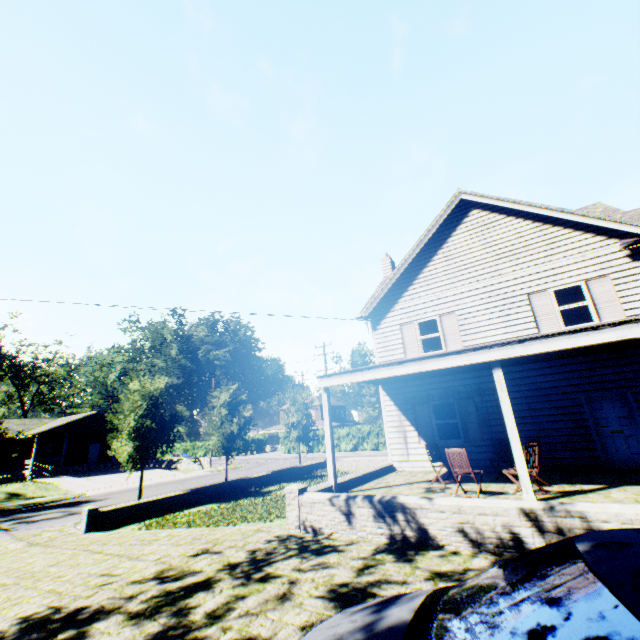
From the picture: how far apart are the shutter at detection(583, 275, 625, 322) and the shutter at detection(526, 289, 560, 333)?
1.00m

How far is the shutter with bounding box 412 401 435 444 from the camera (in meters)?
12.80

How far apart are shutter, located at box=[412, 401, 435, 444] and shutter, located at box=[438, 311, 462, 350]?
2.20m

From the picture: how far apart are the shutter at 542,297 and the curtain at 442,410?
4.0 meters

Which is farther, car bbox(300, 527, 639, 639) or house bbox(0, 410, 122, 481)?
house bbox(0, 410, 122, 481)

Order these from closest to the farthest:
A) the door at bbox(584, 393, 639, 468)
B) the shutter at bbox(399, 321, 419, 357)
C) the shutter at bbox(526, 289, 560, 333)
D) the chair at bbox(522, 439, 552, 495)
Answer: the chair at bbox(522, 439, 552, 495)
the door at bbox(584, 393, 639, 468)
the shutter at bbox(526, 289, 560, 333)
the shutter at bbox(399, 321, 419, 357)

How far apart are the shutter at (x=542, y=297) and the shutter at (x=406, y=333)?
4.3 meters

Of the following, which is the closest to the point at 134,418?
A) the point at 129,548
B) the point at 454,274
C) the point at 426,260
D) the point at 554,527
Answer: the point at 129,548
